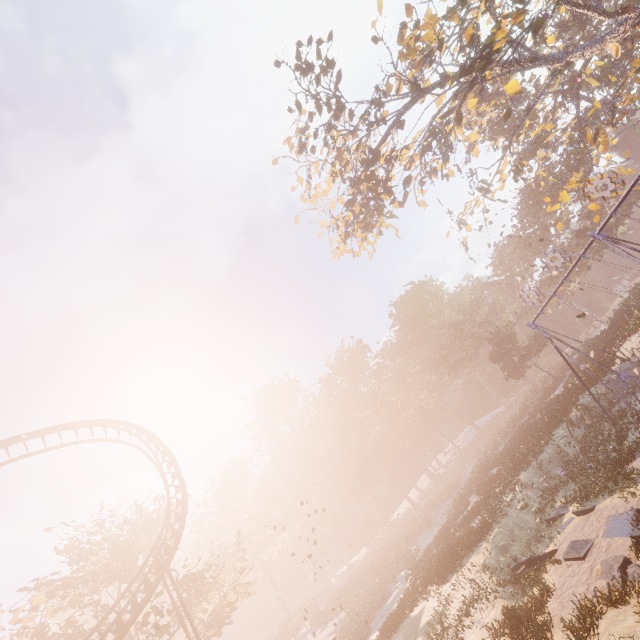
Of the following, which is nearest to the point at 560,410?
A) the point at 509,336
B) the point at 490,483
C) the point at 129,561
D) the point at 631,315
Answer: the point at 490,483

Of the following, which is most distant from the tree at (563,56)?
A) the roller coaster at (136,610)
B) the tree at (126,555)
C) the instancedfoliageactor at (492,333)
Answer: the tree at (126,555)

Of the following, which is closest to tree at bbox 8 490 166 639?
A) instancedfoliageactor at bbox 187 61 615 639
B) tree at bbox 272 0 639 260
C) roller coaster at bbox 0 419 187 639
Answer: roller coaster at bbox 0 419 187 639

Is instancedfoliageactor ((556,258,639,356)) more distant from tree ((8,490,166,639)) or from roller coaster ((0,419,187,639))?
roller coaster ((0,419,187,639))

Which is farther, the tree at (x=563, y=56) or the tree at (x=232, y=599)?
the tree at (x=232, y=599)

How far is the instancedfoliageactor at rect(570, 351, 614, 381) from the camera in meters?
A: 21.1 m

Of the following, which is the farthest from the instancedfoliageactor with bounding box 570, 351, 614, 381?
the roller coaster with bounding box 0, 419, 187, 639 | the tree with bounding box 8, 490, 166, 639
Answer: the roller coaster with bounding box 0, 419, 187, 639
